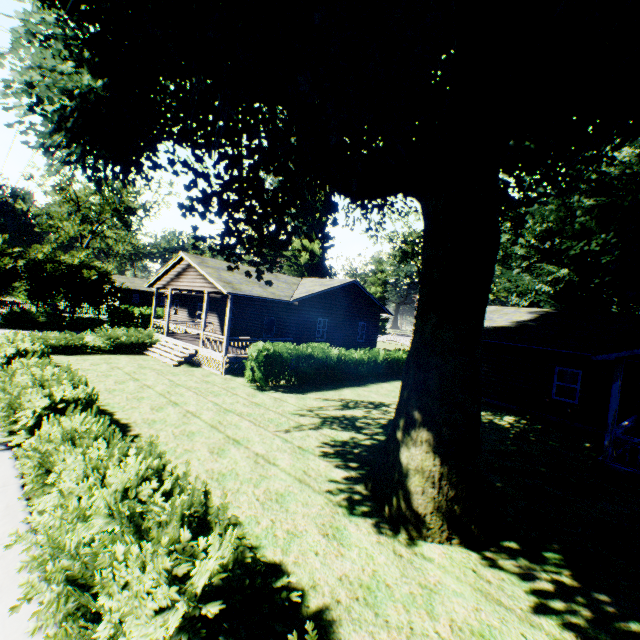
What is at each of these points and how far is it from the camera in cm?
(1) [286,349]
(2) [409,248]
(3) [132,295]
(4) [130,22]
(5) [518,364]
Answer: (1) hedge, 1609
(2) tree, 5116
(3) house, 5916
(4) plant, 558
(5) house, 1716

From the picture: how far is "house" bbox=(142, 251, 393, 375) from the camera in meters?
18.3 m

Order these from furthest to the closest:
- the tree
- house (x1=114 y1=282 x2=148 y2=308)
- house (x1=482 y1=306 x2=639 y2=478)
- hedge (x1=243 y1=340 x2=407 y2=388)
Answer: house (x1=114 y1=282 x2=148 y2=308) → the tree → hedge (x1=243 y1=340 x2=407 y2=388) → house (x1=482 y1=306 x2=639 y2=478)

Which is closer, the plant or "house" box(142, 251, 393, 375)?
the plant

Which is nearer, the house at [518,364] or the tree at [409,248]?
the house at [518,364]

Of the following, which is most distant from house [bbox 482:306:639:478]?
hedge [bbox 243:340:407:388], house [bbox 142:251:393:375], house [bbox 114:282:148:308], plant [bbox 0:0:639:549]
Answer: house [bbox 114:282:148:308]

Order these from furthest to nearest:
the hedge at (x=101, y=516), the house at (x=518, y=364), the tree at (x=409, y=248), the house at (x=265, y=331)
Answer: the tree at (x=409, y=248)
the house at (x=265, y=331)
the house at (x=518, y=364)
the hedge at (x=101, y=516)

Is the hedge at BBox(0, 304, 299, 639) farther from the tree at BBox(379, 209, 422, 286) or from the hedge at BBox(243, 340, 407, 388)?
the hedge at BBox(243, 340, 407, 388)
